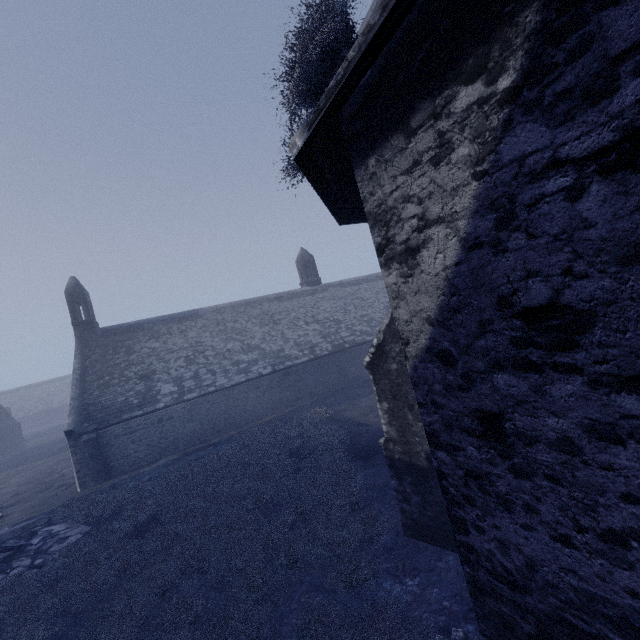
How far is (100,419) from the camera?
17.9m

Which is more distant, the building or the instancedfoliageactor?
the instancedfoliageactor

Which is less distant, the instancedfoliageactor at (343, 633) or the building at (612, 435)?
the building at (612, 435)

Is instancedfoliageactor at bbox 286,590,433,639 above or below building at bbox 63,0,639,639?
below

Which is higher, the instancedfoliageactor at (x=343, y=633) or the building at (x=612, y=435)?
the building at (x=612, y=435)
